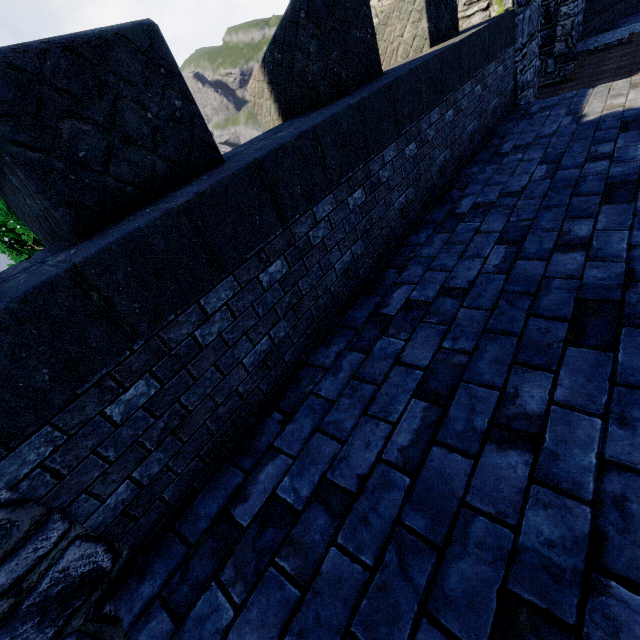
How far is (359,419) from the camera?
2.3 meters

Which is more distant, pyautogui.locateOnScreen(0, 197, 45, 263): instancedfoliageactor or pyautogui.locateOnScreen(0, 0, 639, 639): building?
pyautogui.locateOnScreen(0, 197, 45, 263): instancedfoliageactor

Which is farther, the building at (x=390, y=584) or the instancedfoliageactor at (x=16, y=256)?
the instancedfoliageactor at (x=16, y=256)
